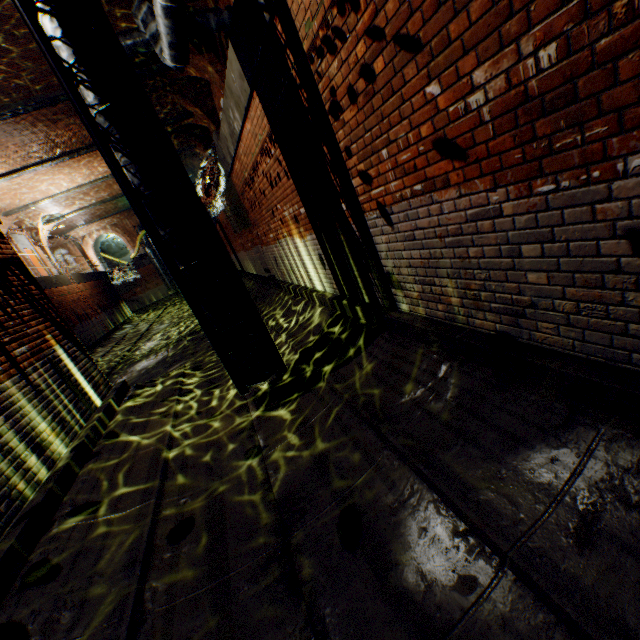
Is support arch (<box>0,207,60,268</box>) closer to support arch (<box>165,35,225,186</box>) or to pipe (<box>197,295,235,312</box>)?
support arch (<box>165,35,225,186</box>)

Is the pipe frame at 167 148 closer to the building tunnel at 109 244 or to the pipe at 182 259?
the pipe at 182 259

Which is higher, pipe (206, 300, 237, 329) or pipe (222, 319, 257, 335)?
pipe (206, 300, 237, 329)

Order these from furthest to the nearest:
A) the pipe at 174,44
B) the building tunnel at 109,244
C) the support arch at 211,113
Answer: the building tunnel at 109,244 → the support arch at 211,113 → the pipe at 174,44

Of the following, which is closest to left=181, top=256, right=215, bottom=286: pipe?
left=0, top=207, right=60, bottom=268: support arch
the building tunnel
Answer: left=0, top=207, right=60, bottom=268: support arch

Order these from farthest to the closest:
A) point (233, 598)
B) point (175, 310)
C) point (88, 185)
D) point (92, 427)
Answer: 1. point (175, 310)
2. point (88, 185)
3. point (92, 427)
4. point (233, 598)

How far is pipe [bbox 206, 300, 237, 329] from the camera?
4.57m
